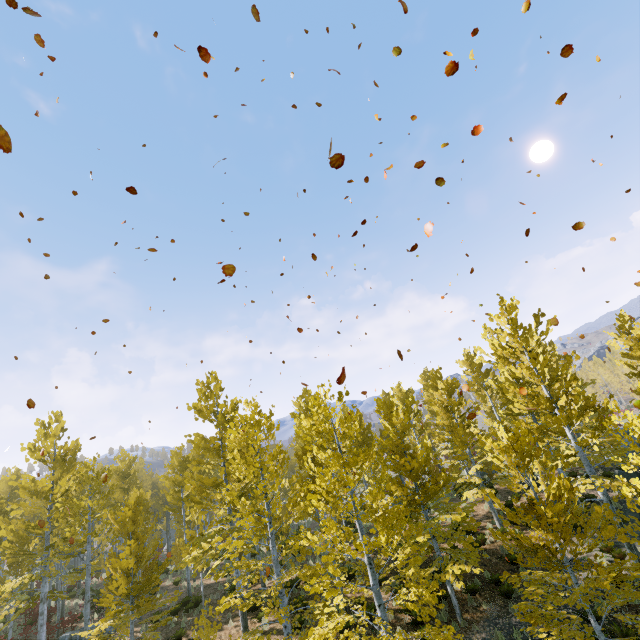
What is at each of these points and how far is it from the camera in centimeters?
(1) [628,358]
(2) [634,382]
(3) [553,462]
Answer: (1) instancedfoliageactor, 1755cm
(2) instancedfoliageactor, 5962cm
(3) instancedfoliageactor, 1234cm

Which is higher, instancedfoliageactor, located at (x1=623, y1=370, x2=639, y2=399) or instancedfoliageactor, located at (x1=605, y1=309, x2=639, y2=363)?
instancedfoliageactor, located at (x1=605, y1=309, x2=639, y2=363)

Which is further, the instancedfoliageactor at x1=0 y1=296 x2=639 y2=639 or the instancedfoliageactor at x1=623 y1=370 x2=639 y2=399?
the instancedfoliageactor at x1=623 y1=370 x2=639 y2=399

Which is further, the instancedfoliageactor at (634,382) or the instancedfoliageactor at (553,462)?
the instancedfoliageactor at (634,382)
